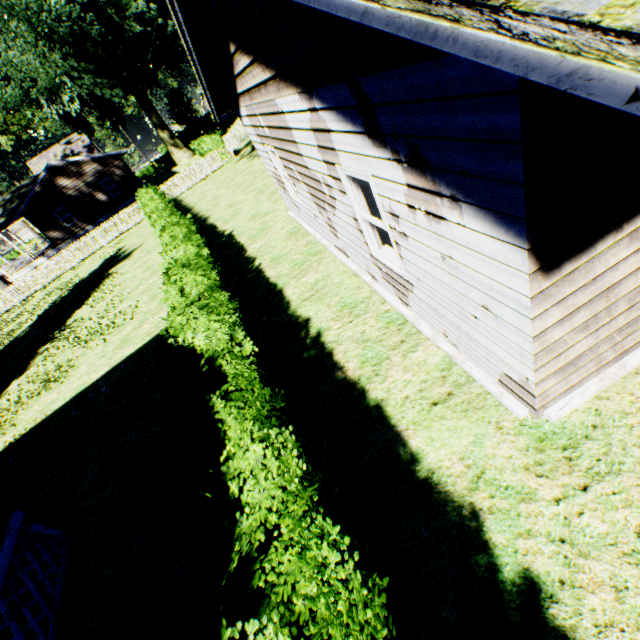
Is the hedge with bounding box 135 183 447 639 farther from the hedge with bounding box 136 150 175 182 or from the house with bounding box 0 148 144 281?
the hedge with bounding box 136 150 175 182

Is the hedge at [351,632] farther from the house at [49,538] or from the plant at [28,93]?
the plant at [28,93]

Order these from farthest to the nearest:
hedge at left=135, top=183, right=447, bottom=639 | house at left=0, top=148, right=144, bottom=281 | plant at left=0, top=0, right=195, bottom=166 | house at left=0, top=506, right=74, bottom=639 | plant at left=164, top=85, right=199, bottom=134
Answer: plant at left=164, top=85, right=199, bottom=134
house at left=0, top=148, right=144, bottom=281
plant at left=0, top=0, right=195, bottom=166
house at left=0, top=506, right=74, bottom=639
hedge at left=135, top=183, right=447, bottom=639

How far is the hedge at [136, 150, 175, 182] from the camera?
52.1 meters

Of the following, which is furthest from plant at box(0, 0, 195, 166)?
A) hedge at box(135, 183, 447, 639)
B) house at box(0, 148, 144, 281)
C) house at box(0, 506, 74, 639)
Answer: hedge at box(135, 183, 447, 639)

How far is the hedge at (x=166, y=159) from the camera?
52.1 meters

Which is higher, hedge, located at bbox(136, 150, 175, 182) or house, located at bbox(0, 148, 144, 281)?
house, located at bbox(0, 148, 144, 281)

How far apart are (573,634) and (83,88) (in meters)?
43.23
